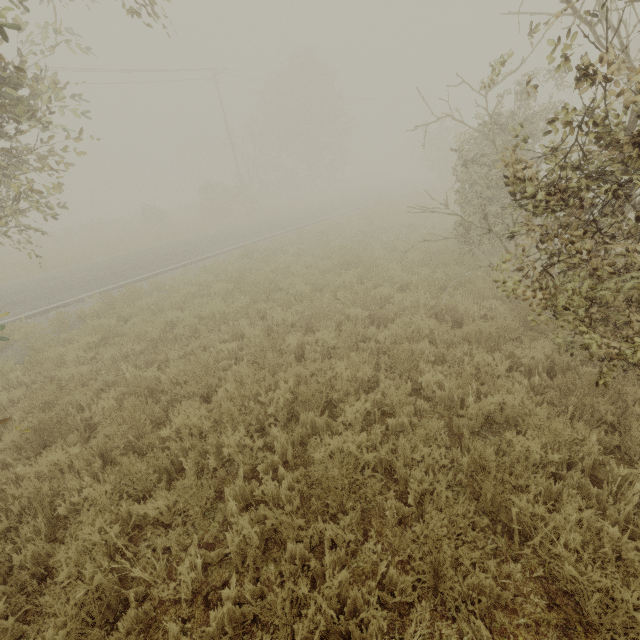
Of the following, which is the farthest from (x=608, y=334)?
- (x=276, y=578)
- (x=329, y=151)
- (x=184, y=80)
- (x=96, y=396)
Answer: (x=329, y=151)
